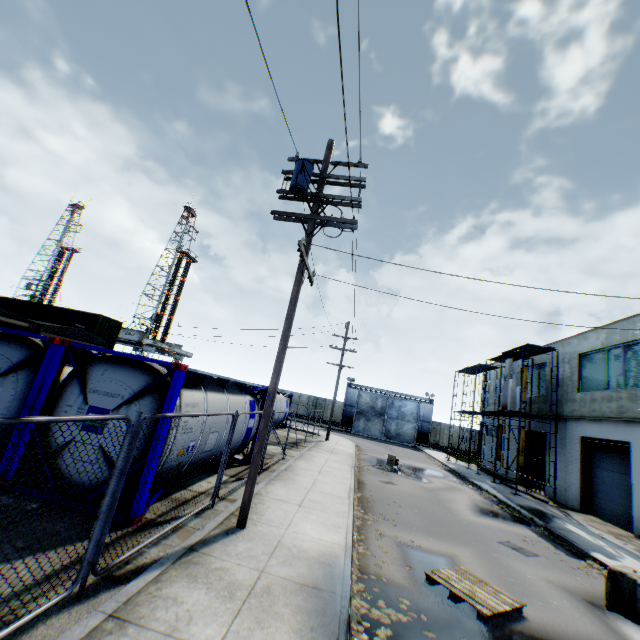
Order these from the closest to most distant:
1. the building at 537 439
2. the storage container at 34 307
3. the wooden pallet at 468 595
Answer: the wooden pallet at 468 595
the building at 537 439
the storage container at 34 307

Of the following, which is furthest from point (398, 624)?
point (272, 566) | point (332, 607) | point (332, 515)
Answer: point (332, 515)

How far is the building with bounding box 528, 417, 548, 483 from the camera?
21.2 meters

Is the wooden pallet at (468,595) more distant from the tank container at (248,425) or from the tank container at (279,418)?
the tank container at (279,418)

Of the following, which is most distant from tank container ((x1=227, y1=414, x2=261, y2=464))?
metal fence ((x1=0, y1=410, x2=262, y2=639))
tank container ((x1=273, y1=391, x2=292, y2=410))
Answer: tank container ((x1=273, y1=391, x2=292, y2=410))

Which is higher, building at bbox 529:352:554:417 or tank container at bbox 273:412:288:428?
building at bbox 529:352:554:417

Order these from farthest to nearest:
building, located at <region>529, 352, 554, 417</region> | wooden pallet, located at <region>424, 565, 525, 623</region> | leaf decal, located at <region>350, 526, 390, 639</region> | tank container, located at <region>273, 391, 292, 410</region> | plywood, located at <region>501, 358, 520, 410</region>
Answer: tank container, located at <region>273, 391, 292, 410</region>, building, located at <region>529, 352, 554, 417</region>, plywood, located at <region>501, 358, 520, 410</region>, wooden pallet, located at <region>424, 565, 525, 623</region>, leaf decal, located at <region>350, 526, 390, 639</region>

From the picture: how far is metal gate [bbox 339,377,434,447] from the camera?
41.6 meters
